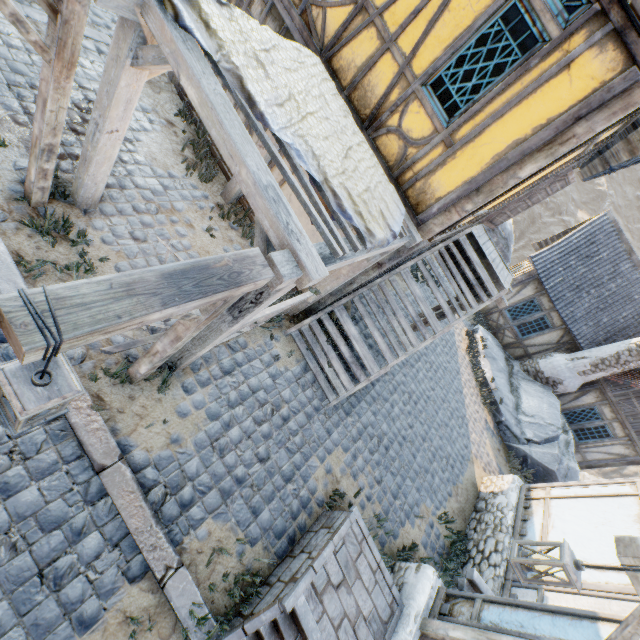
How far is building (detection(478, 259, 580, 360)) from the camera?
14.0 meters

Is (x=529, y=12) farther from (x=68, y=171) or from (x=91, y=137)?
(x=68, y=171)

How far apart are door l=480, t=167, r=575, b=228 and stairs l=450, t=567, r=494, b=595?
8.0m

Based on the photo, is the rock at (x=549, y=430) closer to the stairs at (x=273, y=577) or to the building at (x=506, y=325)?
the building at (x=506, y=325)

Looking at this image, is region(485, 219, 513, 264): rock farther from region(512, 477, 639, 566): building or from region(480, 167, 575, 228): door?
region(512, 477, 639, 566): building

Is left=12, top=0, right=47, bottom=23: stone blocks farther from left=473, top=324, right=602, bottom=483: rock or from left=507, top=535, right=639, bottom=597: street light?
left=507, top=535, right=639, bottom=597: street light

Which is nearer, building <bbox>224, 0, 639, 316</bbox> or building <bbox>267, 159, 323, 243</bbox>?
building <bbox>224, 0, 639, 316</bbox>

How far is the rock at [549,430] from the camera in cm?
1122
